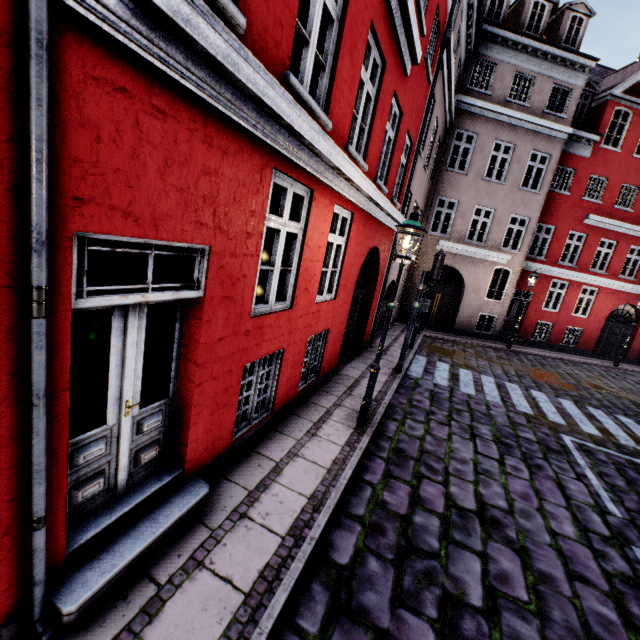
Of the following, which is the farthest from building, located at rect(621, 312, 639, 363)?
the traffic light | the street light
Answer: the traffic light

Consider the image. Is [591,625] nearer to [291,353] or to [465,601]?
[465,601]

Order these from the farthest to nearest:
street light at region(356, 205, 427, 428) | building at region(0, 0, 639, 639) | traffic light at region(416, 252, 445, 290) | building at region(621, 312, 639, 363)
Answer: building at region(621, 312, 639, 363)
traffic light at region(416, 252, 445, 290)
street light at region(356, 205, 427, 428)
building at region(0, 0, 639, 639)

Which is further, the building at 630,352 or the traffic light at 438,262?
the building at 630,352

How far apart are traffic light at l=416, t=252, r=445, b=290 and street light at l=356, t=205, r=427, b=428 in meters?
3.3

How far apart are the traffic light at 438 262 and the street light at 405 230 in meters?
3.3

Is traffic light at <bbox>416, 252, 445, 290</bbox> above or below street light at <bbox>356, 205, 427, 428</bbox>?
below
